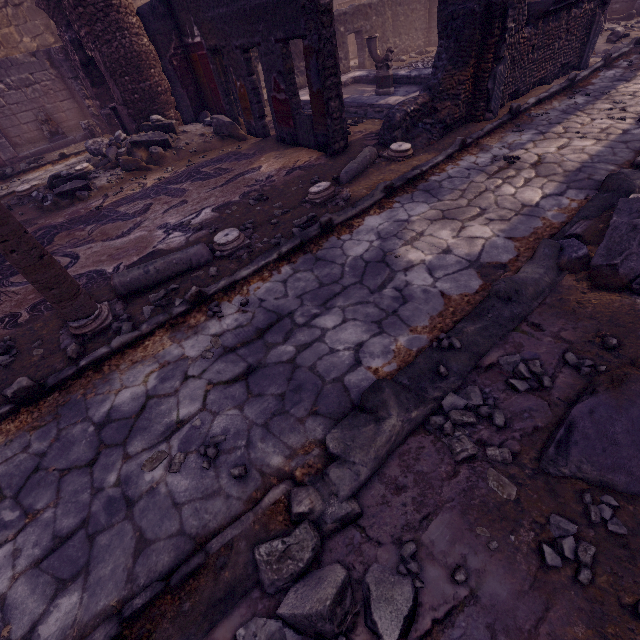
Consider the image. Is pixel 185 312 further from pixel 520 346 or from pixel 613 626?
pixel 613 626

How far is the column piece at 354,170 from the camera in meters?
5.4 m

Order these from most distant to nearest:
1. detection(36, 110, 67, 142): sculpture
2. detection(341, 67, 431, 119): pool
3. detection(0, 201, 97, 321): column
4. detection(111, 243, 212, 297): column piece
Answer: detection(36, 110, 67, 142): sculpture, detection(341, 67, 431, 119): pool, detection(111, 243, 212, 297): column piece, detection(0, 201, 97, 321): column

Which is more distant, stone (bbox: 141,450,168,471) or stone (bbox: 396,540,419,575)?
stone (bbox: 141,450,168,471)

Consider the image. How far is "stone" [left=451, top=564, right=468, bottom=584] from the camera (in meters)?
1.59

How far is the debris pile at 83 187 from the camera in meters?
6.9

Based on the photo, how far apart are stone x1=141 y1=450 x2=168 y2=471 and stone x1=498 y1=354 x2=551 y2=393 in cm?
256

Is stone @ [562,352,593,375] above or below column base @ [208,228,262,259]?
below
